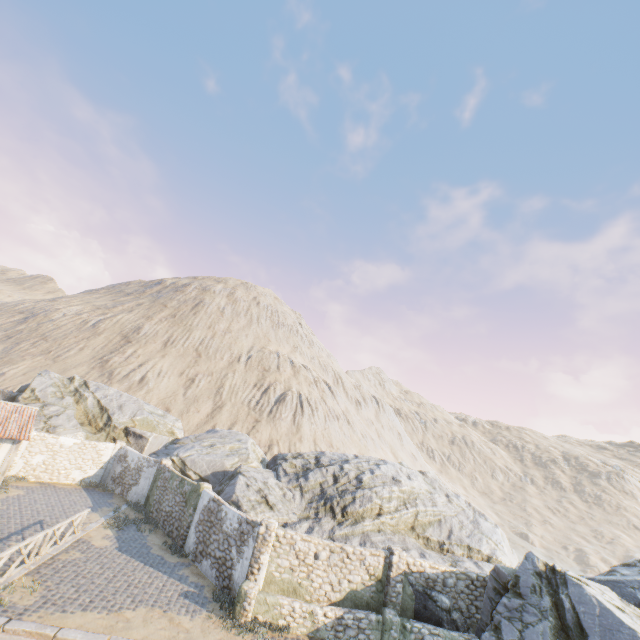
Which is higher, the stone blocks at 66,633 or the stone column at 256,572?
the stone column at 256,572

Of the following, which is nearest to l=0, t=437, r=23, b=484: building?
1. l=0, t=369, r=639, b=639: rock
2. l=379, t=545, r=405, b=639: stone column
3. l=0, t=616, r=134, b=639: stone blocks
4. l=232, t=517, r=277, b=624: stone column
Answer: l=0, t=616, r=134, b=639: stone blocks

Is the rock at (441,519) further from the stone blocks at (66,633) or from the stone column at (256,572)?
the stone column at (256,572)

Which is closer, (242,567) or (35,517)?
(242,567)

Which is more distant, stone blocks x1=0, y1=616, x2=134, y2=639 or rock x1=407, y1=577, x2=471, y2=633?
rock x1=407, y1=577, x2=471, y2=633

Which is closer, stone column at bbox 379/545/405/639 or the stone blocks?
the stone blocks

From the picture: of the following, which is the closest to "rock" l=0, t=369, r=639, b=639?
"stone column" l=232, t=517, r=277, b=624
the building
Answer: the building

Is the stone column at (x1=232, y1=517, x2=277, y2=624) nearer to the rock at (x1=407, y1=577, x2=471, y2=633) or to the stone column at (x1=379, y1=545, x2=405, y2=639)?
the rock at (x1=407, y1=577, x2=471, y2=633)
